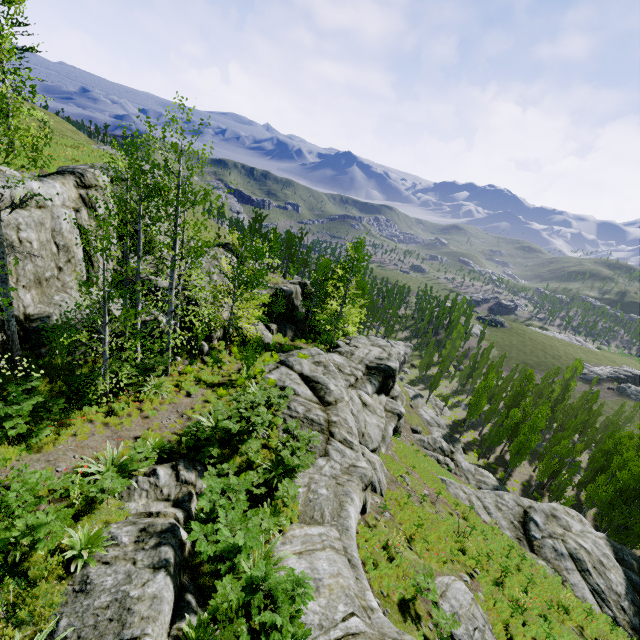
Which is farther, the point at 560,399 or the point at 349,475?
the point at 560,399

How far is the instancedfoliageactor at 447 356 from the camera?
51.6m

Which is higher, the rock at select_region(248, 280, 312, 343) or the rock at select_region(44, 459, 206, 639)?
the rock at select_region(44, 459, 206, 639)

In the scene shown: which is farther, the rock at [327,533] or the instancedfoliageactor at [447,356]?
the instancedfoliageactor at [447,356]

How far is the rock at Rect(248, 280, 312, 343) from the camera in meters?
29.3

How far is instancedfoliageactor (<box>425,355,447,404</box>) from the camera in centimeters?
5156cm

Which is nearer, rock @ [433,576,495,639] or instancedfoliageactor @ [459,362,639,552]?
rock @ [433,576,495,639]
